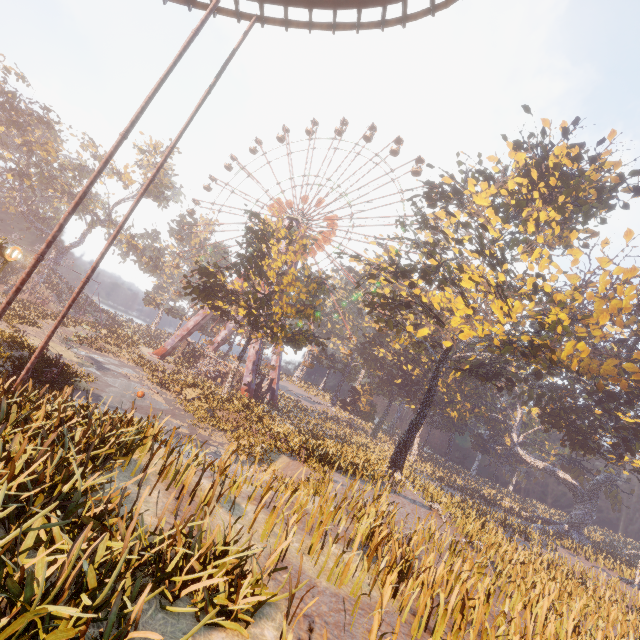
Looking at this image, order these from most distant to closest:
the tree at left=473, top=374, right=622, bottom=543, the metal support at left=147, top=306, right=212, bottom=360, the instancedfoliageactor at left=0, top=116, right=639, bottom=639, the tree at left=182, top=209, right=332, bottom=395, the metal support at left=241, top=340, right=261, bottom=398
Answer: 1. the metal support at left=147, top=306, right=212, bottom=360
2. the tree at left=473, top=374, right=622, bottom=543
3. the metal support at left=241, top=340, right=261, bottom=398
4. the tree at left=182, top=209, right=332, bottom=395
5. the instancedfoliageactor at left=0, top=116, right=639, bottom=639

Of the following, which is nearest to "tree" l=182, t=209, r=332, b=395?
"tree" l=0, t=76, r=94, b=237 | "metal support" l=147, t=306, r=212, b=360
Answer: "metal support" l=147, t=306, r=212, b=360

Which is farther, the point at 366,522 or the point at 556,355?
the point at 556,355

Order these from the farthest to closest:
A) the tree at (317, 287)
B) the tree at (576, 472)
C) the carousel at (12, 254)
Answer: the tree at (576, 472) → the tree at (317, 287) → the carousel at (12, 254)

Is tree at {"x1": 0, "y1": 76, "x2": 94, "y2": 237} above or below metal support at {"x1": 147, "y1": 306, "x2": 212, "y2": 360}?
above

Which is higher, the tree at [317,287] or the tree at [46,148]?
the tree at [46,148]

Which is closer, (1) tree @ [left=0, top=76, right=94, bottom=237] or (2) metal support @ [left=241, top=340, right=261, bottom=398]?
(2) metal support @ [left=241, top=340, right=261, bottom=398]

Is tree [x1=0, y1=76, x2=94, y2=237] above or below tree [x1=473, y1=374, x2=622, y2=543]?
above
